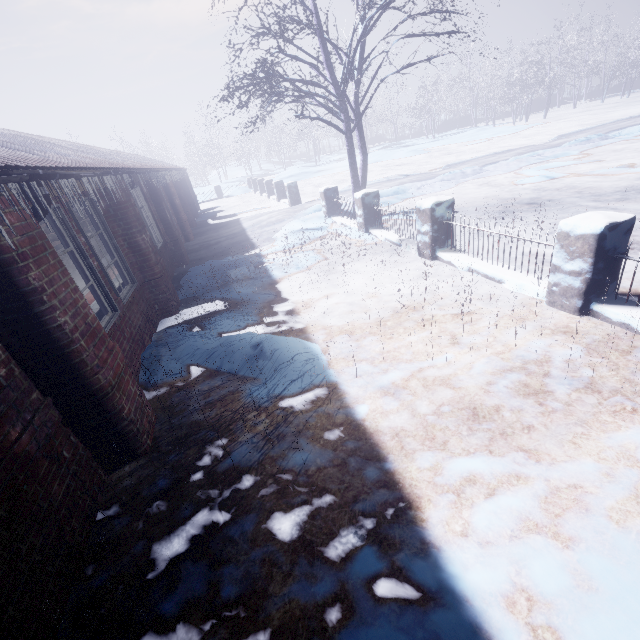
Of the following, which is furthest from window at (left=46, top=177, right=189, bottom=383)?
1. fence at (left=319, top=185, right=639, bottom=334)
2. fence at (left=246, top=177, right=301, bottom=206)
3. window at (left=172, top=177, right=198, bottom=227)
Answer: fence at (left=246, top=177, right=301, bottom=206)

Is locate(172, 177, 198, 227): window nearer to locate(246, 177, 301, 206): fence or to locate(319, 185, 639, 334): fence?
locate(246, 177, 301, 206): fence

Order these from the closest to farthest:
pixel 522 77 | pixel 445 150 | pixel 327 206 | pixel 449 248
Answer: pixel 449 248 → pixel 327 206 → pixel 445 150 → pixel 522 77

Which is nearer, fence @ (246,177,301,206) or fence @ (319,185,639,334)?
fence @ (319,185,639,334)

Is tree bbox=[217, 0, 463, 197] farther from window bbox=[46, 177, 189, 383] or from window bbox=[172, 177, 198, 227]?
window bbox=[172, 177, 198, 227]

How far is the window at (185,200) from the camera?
13.1m

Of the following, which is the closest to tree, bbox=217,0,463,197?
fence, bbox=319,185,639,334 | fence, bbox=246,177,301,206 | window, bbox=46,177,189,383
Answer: fence, bbox=319,185,639,334

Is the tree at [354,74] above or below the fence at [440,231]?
above
